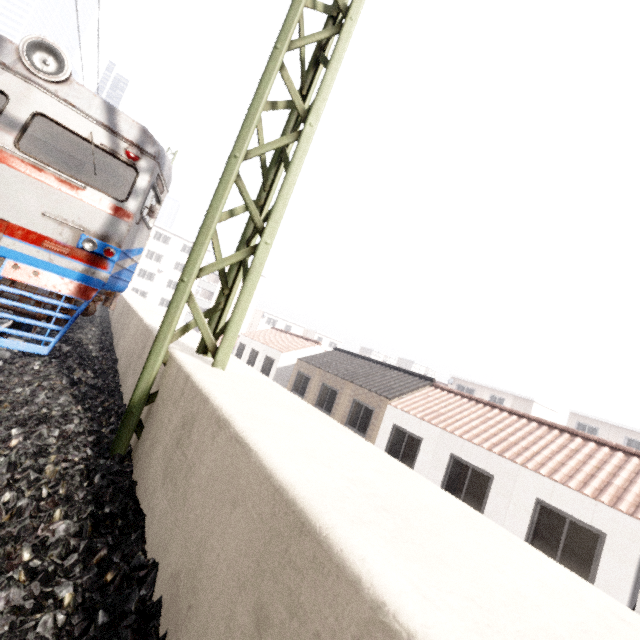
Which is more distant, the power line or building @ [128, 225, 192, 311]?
building @ [128, 225, 192, 311]

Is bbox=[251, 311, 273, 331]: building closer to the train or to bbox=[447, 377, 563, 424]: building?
bbox=[447, 377, 563, 424]: building

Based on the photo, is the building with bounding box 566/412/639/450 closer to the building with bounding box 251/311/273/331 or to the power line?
the building with bounding box 251/311/273/331

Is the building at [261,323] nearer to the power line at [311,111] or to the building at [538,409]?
the building at [538,409]

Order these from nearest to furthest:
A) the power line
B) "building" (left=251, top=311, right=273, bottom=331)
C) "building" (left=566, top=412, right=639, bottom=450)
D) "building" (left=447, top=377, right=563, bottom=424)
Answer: the power line → "building" (left=566, top=412, right=639, bottom=450) → "building" (left=447, top=377, right=563, bottom=424) → "building" (left=251, top=311, right=273, bottom=331)

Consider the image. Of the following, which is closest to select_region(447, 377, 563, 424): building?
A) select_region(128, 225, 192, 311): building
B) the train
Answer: select_region(128, 225, 192, 311): building

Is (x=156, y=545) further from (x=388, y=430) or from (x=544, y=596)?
(x=388, y=430)

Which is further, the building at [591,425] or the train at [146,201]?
the building at [591,425]
